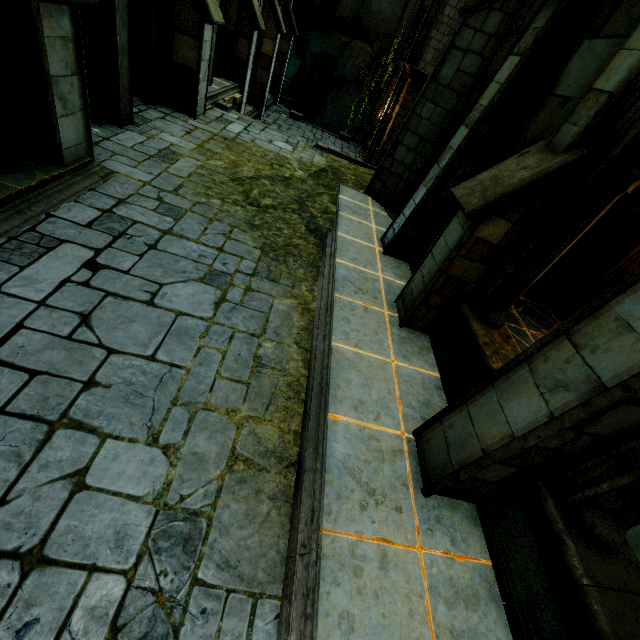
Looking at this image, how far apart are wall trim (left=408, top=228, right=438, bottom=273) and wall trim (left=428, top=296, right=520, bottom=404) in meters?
0.7

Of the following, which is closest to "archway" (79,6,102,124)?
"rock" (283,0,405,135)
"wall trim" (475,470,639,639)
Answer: "wall trim" (475,470,639,639)

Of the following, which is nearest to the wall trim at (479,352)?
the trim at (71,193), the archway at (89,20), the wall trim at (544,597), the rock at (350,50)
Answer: the wall trim at (544,597)

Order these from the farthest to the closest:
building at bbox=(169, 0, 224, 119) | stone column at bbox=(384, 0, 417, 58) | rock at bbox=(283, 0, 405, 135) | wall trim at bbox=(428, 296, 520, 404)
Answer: rock at bbox=(283, 0, 405, 135), stone column at bbox=(384, 0, 417, 58), building at bbox=(169, 0, 224, 119), wall trim at bbox=(428, 296, 520, 404)

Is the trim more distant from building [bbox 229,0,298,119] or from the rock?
the rock

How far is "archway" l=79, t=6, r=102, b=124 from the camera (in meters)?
6.09

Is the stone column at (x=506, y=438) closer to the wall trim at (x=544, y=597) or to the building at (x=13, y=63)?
the wall trim at (x=544, y=597)

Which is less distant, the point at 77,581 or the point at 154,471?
the point at 77,581
